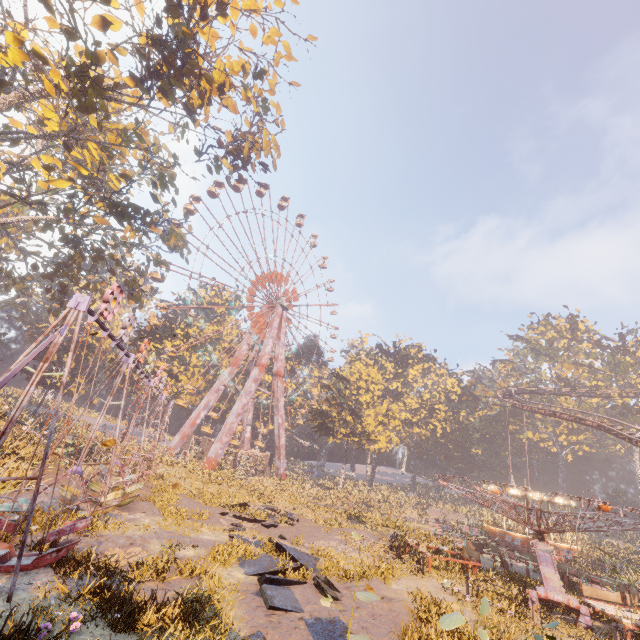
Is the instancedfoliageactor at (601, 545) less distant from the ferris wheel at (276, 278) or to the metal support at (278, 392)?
the ferris wheel at (276, 278)

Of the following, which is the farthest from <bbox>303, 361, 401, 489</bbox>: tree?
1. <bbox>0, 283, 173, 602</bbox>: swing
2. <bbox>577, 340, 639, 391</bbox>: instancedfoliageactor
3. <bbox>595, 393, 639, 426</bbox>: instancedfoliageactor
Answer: <bbox>577, 340, 639, 391</bbox>: instancedfoliageactor

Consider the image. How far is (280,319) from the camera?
55.03m

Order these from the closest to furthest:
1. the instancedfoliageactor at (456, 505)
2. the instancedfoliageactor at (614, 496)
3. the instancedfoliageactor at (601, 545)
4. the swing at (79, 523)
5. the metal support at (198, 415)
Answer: the swing at (79, 523) < the instancedfoliageactor at (601, 545) < the metal support at (198, 415) < the instancedfoliageactor at (456, 505) < the instancedfoliageactor at (614, 496)

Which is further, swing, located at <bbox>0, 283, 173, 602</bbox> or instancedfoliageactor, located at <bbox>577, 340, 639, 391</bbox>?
instancedfoliageactor, located at <bbox>577, 340, 639, 391</bbox>

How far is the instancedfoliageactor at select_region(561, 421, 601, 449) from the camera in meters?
57.2

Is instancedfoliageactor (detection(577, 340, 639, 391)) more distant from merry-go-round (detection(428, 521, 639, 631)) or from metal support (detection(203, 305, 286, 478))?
metal support (detection(203, 305, 286, 478))

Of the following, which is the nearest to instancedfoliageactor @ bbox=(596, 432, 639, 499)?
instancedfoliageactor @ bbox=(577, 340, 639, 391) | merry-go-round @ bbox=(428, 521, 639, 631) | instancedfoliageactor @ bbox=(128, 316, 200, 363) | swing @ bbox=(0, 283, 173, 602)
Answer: instancedfoliageactor @ bbox=(577, 340, 639, 391)
